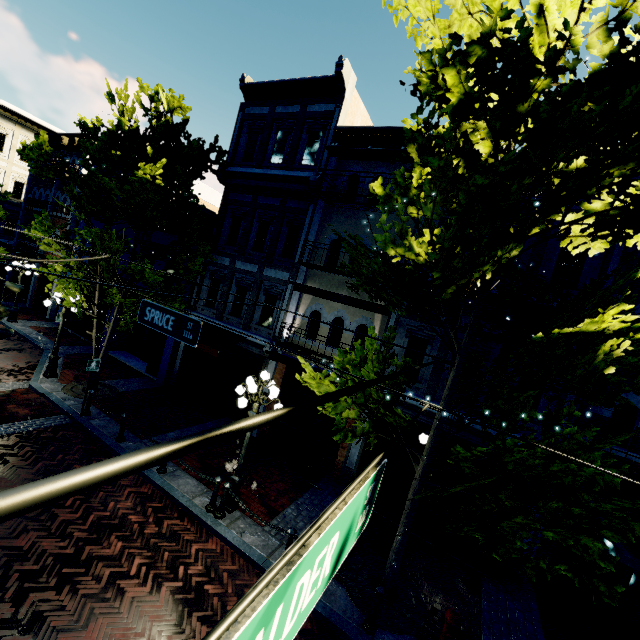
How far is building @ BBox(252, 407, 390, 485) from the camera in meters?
10.8 m

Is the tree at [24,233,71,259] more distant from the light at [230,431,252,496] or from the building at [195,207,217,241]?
the light at [230,431,252,496]

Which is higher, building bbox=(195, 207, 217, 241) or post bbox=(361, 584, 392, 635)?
building bbox=(195, 207, 217, 241)

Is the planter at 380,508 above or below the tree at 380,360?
below

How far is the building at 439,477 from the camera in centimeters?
951cm

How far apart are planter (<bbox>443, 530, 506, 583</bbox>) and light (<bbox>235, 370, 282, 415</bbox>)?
5.7 meters

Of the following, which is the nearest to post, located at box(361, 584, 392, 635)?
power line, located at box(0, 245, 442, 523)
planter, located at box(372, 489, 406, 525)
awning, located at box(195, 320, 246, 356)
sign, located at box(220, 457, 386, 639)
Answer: planter, located at box(372, 489, 406, 525)

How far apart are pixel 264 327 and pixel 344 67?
10.1 meters
